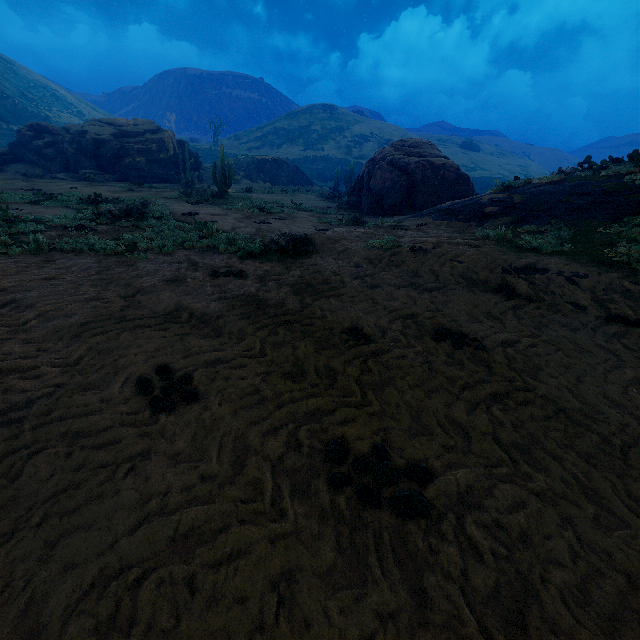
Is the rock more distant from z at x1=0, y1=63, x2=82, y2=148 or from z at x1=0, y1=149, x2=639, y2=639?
z at x1=0, y1=63, x2=82, y2=148

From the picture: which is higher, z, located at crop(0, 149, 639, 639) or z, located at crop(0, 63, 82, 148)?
z, located at crop(0, 63, 82, 148)

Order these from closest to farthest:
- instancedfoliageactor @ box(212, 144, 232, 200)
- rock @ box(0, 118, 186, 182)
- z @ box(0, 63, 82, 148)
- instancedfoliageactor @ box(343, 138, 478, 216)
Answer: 1. instancedfoliageactor @ box(343, 138, 478, 216)
2. instancedfoliageactor @ box(212, 144, 232, 200)
3. rock @ box(0, 118, 186, 182)
4. z @ box(0, 63, 82, 148)

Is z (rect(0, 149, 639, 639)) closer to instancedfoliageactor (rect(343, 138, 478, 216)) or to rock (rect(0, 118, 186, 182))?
instancedfoliageactor (rect(343, 138, 478, 216))

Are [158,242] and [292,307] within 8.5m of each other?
yes

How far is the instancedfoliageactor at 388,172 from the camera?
16.6m

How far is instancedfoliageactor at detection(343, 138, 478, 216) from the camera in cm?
1662
